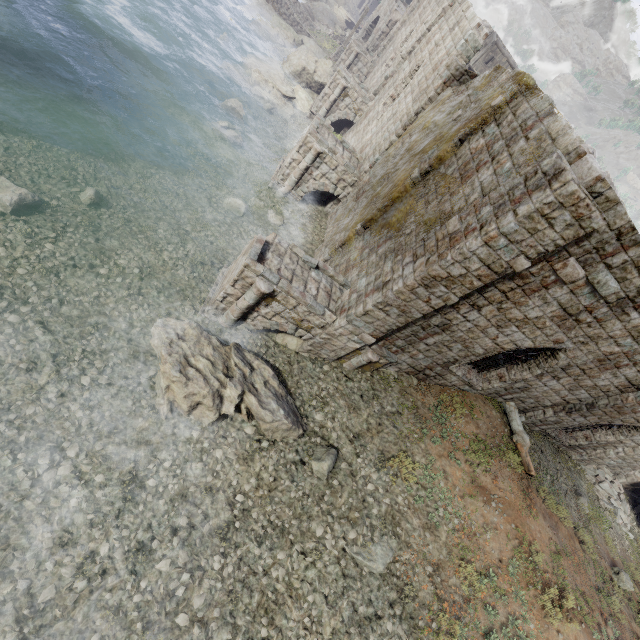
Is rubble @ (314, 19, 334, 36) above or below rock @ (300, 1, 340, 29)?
above

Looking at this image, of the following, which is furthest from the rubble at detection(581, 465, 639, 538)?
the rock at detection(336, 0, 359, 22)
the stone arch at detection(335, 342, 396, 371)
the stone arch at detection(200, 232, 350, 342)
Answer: the rock at detection(336, 0, 359, 22)

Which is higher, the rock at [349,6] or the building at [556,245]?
the building at [556,245]

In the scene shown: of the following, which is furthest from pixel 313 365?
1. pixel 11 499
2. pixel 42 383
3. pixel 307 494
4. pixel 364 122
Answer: pixel 364 122

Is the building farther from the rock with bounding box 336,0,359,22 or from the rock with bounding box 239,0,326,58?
the rock with bounding box 239,0,326,58

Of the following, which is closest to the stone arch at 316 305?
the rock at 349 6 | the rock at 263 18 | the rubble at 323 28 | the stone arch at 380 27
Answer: the stone arch at 380 27

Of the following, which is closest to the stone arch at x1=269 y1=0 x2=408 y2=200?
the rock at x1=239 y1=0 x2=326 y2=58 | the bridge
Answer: the rock at x1=239 y1=0 x2=326 y2=58

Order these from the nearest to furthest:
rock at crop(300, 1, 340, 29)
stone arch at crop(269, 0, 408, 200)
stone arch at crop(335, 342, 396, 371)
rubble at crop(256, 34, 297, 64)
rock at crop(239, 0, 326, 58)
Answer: stone arch at crop(335, 342, 396, 371) < stone arch at crop(269, 0, 408, 200) < rubble at crop(256, 34, 297, 64) < rock at crop(239, 0, 326, 58) < rock at crop(300, 1, 340, 29)
